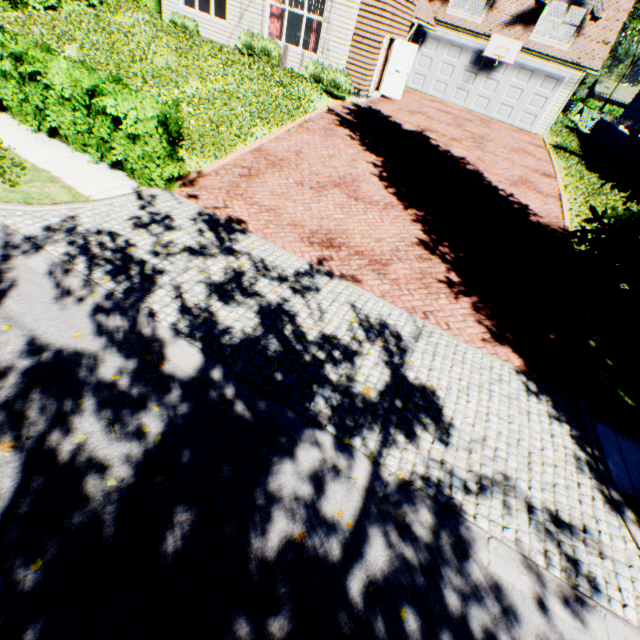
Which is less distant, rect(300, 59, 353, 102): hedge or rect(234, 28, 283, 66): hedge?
rect(300, 59, 353, 102): hedge

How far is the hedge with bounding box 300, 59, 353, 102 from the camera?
13.9m

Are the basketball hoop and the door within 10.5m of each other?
yes

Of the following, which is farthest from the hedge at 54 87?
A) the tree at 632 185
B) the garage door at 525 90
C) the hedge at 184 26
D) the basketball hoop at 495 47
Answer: the basketball hoop at 495 47

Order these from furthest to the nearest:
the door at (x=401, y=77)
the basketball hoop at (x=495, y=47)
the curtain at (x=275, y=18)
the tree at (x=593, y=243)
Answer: the basketball hoop at (x=495, y=47)
the door at (x=401, y=77)
the curtain at (x=275, y=18)
the tree at (x=593, y=243)

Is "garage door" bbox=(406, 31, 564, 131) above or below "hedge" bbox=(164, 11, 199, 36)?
above

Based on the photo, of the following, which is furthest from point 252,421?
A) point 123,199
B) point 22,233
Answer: point 123,199

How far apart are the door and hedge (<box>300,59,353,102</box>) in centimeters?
316cm
